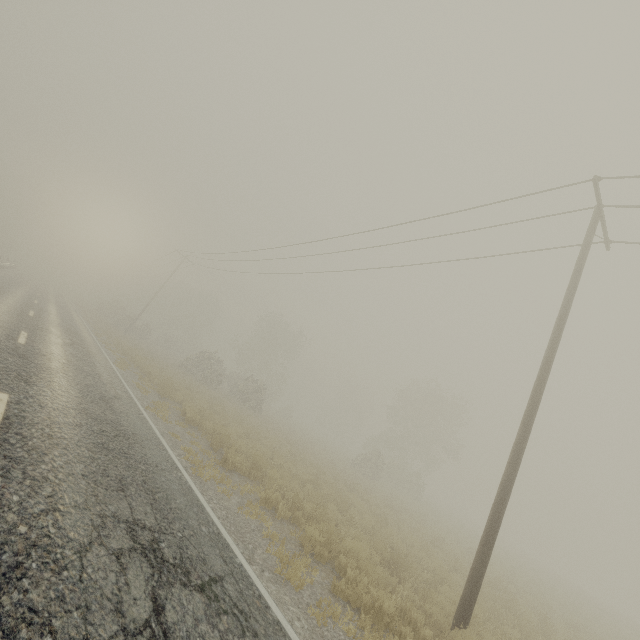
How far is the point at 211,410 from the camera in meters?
15.5
